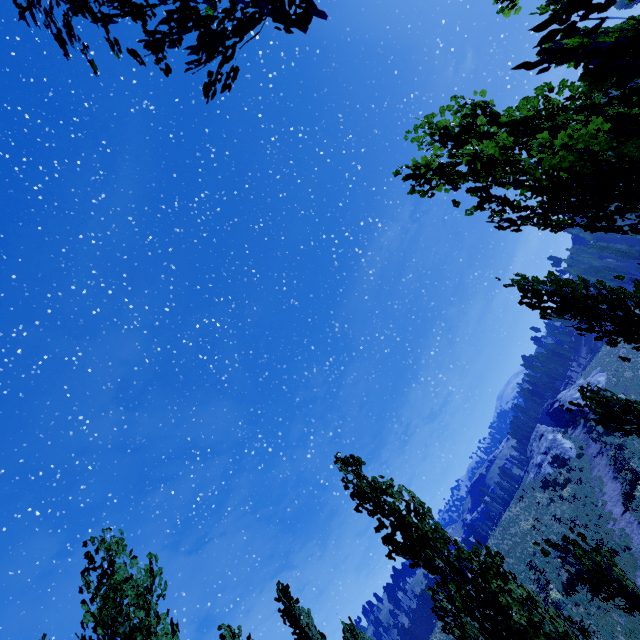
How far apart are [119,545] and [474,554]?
8.5 meters

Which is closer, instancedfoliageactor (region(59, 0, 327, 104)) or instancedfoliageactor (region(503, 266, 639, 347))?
instancedfoliageactor (region(59, 0, 327, 104))

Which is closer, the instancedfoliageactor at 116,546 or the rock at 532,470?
the instancedfoliageactor at 116,546

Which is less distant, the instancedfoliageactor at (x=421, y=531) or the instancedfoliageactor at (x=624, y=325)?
the instancedfoliageactor at (x=421, y=531)

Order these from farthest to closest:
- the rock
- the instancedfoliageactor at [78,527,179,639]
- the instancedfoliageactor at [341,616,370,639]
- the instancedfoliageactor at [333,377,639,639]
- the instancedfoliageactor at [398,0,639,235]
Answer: the rock, the instancedfoliageactor at [341,616,370,639], the instancedfoliageactor at [78,527,179,639], the instancedfoliageactor at [333,377,639,639], the instancedfoliageactor at [398,0,639,235]
